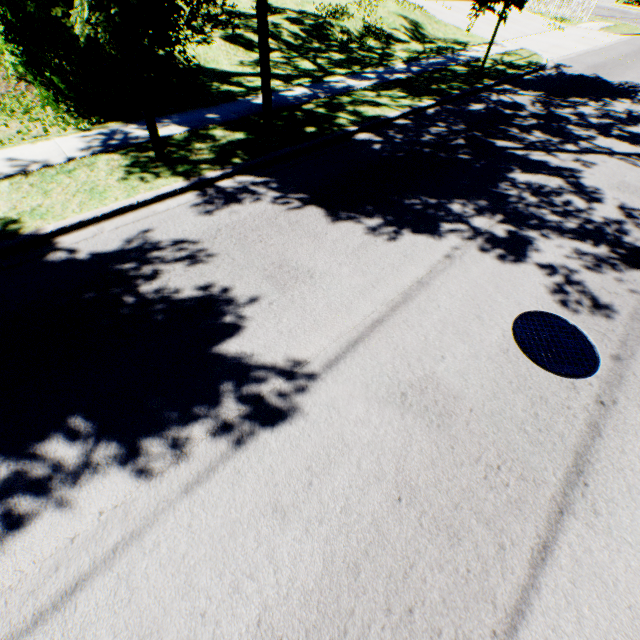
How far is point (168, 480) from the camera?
3.1m

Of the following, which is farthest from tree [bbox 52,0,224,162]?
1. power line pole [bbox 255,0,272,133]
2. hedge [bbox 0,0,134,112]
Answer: power line pole [bbox 255,0,272,133]

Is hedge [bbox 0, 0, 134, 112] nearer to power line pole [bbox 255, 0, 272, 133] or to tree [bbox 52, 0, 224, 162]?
tree [bbox 52, 0, 224, 162]

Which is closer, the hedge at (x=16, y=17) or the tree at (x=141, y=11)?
the tree at (x=141, y=11)

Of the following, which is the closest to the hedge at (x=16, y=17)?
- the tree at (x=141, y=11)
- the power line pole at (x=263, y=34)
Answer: the tree at (x=141, y=11)
